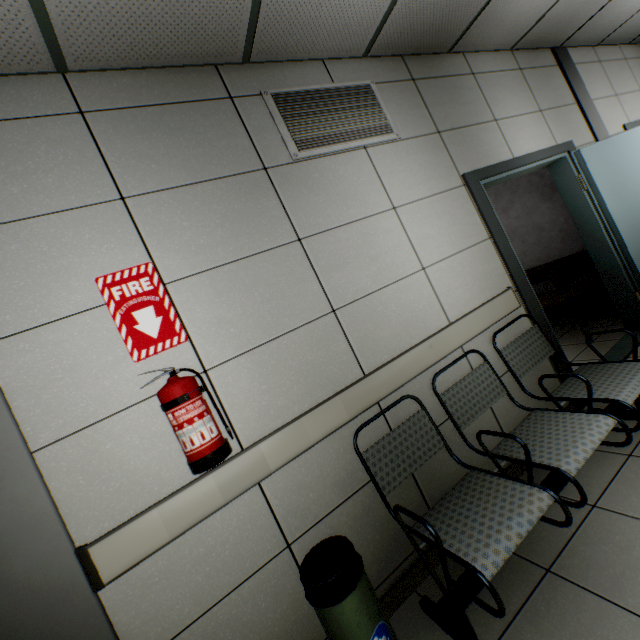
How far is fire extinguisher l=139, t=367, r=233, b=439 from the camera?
1.4m

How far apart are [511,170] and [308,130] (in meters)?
2.02

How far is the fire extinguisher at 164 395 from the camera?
1.38m

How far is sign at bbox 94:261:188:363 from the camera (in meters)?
1.52

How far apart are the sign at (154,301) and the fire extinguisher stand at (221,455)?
0.24m

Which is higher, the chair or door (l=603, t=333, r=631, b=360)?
the chair

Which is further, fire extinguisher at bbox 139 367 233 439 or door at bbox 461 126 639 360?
door at bbox 461 126 639 360

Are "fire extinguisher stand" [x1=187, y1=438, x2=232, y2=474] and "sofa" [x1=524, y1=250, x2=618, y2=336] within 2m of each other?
no
